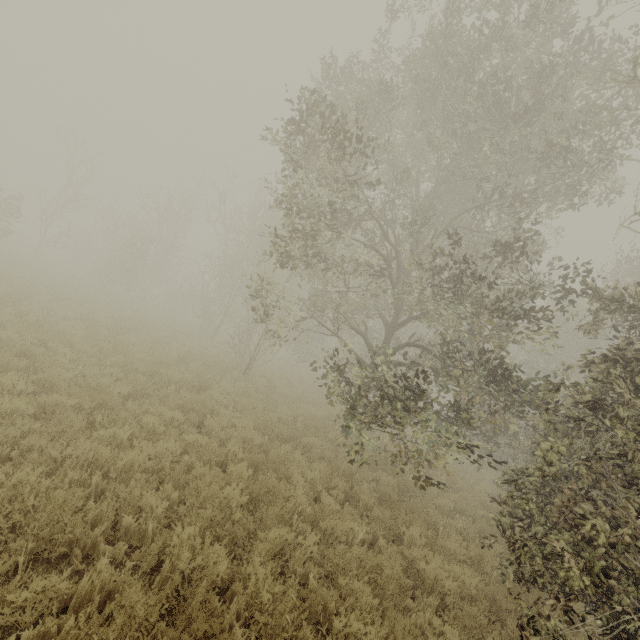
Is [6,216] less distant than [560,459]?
No
